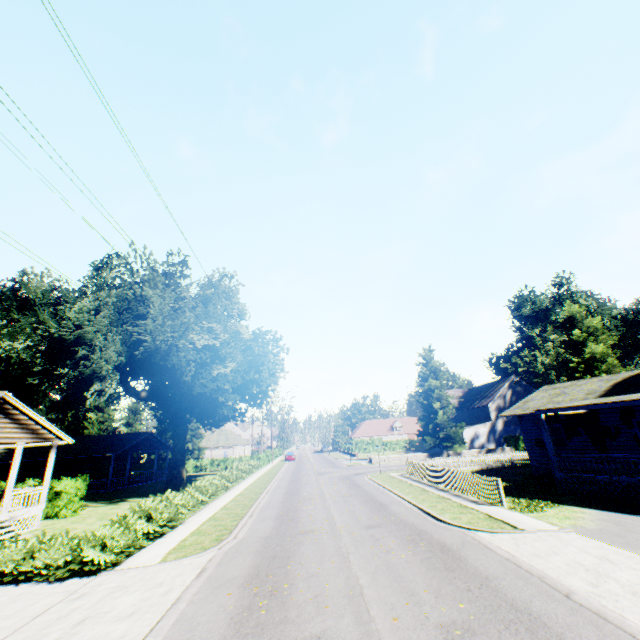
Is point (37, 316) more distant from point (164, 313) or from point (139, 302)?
point (164, 313)

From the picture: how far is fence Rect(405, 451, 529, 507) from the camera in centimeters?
1603cm

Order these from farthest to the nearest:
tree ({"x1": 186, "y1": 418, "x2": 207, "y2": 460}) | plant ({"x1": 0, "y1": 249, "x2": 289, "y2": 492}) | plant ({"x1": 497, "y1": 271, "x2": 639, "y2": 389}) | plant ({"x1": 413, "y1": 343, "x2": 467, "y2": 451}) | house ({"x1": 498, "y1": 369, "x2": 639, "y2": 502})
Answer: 1. tree ({"x1": 186, "y1": 418, "x2": 207, "y2": 460})
2. plant ({"x1": 413, "y1": 343, "x2": 467, "y2": 451})
3. plant ({"x1": 497, "y1": 271, "x2": 639, "y2": 389})
4. plant ({"x1": 0, "y1": 249, "x2": 289, "y2": 492})
5. house ({"x1": 498, "y1": 369, "x2": 639, "y2": 502})

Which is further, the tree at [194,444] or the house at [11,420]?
the tree at [194,444]

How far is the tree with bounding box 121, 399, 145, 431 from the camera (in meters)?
51.84

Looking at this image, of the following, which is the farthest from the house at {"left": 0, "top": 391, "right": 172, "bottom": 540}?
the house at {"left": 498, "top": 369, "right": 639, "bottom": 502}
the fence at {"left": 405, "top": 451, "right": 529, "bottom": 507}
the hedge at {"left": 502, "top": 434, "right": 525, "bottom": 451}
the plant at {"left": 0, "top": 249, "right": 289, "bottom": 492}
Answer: the house at {"left": 498, "top": 369, "right": 639, "bottom": 502}

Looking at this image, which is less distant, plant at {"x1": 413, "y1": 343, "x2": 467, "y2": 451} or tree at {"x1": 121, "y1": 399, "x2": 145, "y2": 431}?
plant at {"x1": 413, "y1": 343, "x2": 467, "y2": 451}

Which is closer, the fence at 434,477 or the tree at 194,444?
the fence at 434,477
